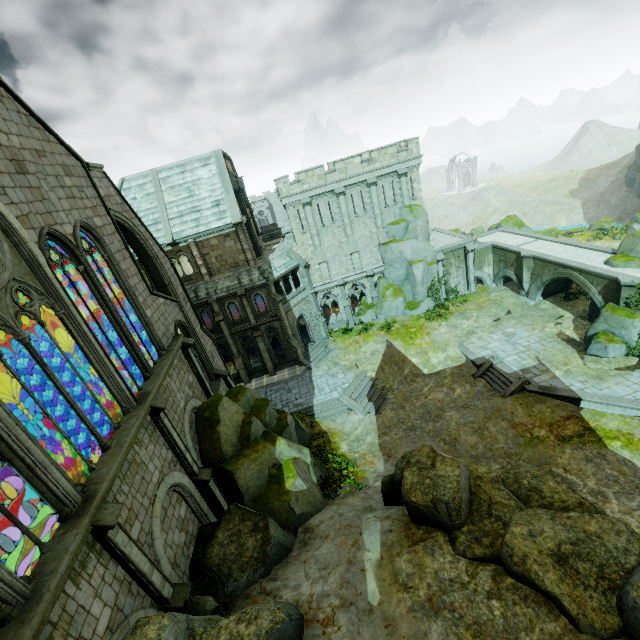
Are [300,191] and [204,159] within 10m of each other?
yes

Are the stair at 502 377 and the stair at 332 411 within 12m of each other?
yes

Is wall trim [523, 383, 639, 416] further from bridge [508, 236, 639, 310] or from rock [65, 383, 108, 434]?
rock [65, 383, 108, 434]

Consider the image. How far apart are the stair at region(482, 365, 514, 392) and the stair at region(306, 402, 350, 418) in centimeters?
1077cm

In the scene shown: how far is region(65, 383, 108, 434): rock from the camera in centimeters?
1628cm

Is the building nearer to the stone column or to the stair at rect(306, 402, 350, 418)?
the stair at rect(306, 402, 350, 418)

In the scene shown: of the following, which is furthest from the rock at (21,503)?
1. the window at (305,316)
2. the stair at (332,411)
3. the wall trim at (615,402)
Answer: the wall trim at (615,402)

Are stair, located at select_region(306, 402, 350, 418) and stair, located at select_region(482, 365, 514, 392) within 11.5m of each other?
yes
